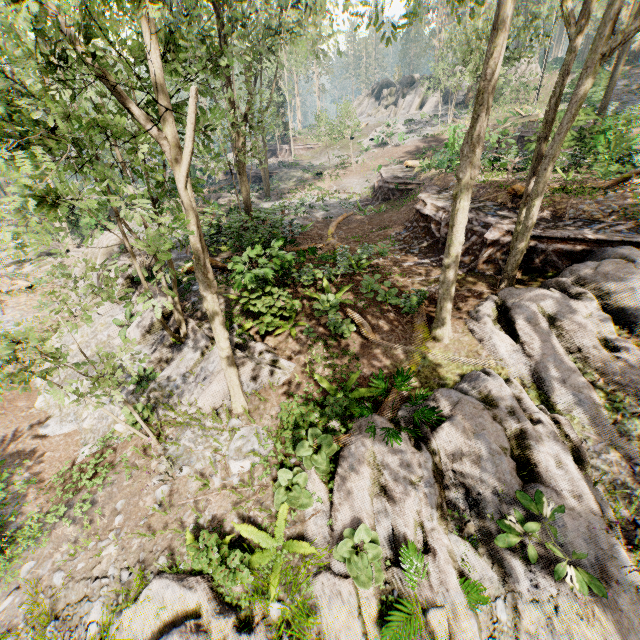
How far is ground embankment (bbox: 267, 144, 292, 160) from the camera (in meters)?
Result: 46.06

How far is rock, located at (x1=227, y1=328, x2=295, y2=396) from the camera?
8.90m

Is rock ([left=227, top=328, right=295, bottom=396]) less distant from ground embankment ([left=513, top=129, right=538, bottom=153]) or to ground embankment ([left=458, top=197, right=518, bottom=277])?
ground embankment ([left=458, top=197, right=518, bottom=277])

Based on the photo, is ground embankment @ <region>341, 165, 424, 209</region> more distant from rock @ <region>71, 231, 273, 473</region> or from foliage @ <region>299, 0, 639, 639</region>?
foliage @ <region>299, 0, 639, 639</region>

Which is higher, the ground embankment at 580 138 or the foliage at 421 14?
the foliage at 421 14

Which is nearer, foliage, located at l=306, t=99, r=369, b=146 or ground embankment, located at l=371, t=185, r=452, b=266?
ground embankment, located at l=371, t=185, r=452, b=266

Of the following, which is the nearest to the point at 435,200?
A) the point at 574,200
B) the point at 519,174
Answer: the point at 574,200

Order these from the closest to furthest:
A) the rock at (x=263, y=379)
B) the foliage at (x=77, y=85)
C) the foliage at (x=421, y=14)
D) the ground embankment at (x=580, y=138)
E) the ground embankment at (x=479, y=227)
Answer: the foliage at (x=77, y=85)
the foliage at (x=421, y=14)
the rock at (x=263, y=379)
the ground embankment at (x=479, y=227)
the ground embankment at (x=580, y=138)
